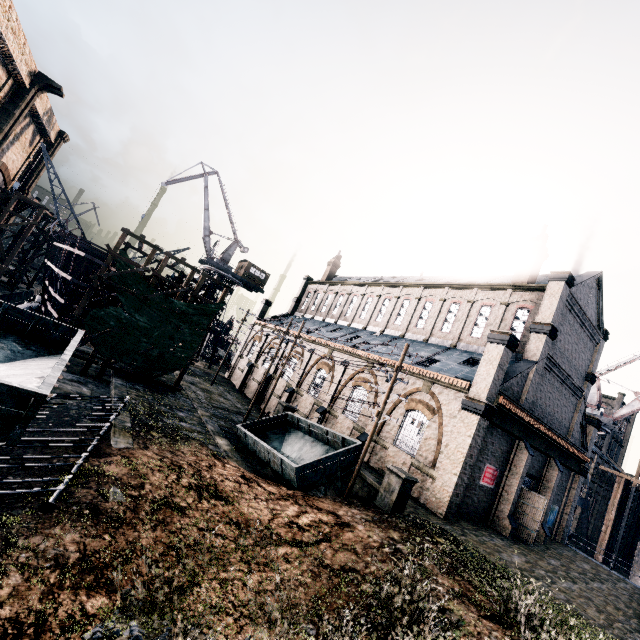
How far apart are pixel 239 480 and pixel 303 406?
17.5 meters

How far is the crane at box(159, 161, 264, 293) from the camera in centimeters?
4828cm

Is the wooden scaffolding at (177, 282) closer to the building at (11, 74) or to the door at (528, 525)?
the building at (11, 74)

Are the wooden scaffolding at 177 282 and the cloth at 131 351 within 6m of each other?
yes

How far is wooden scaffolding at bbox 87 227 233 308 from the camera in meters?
23.0

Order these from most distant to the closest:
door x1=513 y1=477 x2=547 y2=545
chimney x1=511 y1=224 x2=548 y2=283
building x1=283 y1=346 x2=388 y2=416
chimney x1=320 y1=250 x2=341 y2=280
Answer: chimney x1=320 y1=250 x2=341 y2=280 → chimney x1=511 y1=224 x2=548 y2=283 → building x1=283 y1=346 x2=388 y2=416 → door x1=513 y1=477 x2=547 y2=545

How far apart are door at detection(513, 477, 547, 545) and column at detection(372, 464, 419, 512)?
12.6m

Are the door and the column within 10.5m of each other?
no
